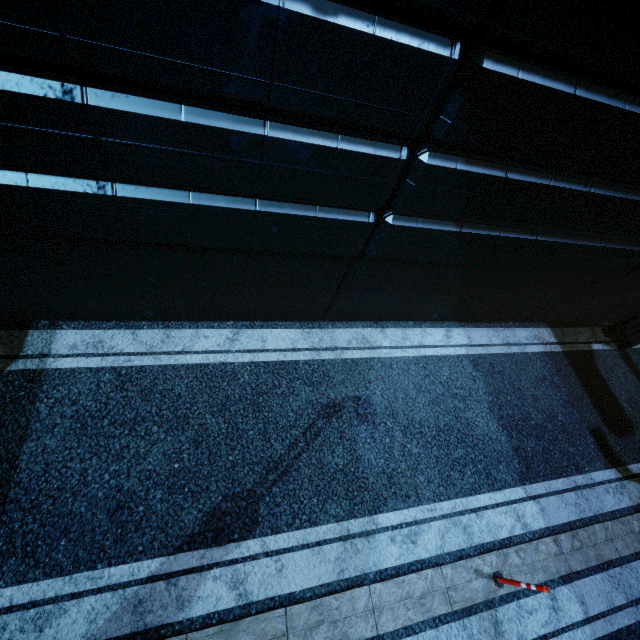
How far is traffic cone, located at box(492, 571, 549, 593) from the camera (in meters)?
4.47

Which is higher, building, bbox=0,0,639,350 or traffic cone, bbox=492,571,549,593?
building, bbox=0,0,639,350

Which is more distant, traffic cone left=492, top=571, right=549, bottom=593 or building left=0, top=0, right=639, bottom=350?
traffic cone left=492, top=571, right=549, bottom=593

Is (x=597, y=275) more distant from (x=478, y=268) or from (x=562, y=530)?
(x=562, y=530)

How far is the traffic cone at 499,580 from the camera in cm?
447

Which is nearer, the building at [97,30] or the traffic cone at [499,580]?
the building at [97,30]
